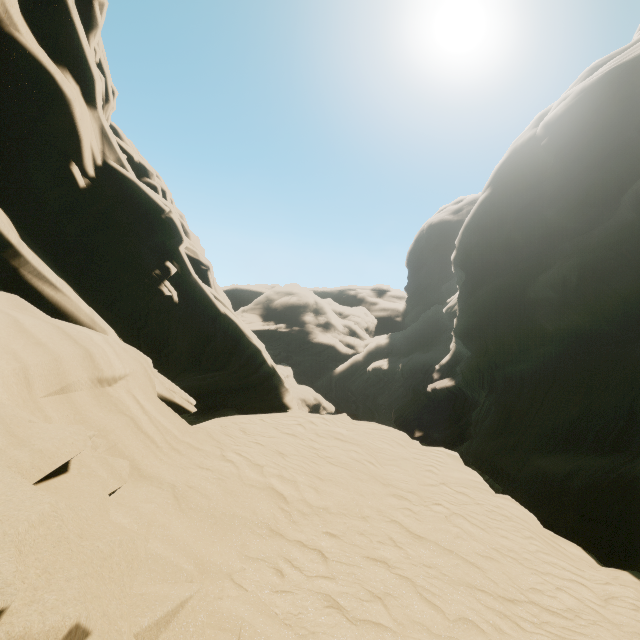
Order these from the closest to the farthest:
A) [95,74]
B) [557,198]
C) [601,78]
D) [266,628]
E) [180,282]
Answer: [266,628]
[95,74]
[180,282]
[601,78]
[557,198]
